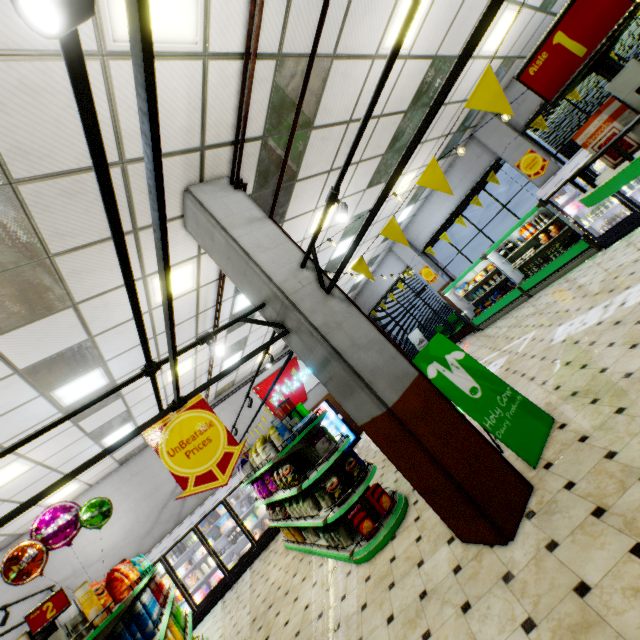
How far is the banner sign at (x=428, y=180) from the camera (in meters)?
2.24

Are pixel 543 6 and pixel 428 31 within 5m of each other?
yes

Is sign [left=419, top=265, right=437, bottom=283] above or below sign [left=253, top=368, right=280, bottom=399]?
below

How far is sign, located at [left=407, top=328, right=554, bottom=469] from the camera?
3.6m

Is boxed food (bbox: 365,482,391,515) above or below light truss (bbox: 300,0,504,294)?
below

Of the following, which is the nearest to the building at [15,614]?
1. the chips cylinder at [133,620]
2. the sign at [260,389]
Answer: the sign at [260,389]

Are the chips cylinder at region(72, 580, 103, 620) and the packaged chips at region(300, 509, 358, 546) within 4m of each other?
yes

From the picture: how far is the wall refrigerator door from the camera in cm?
886
